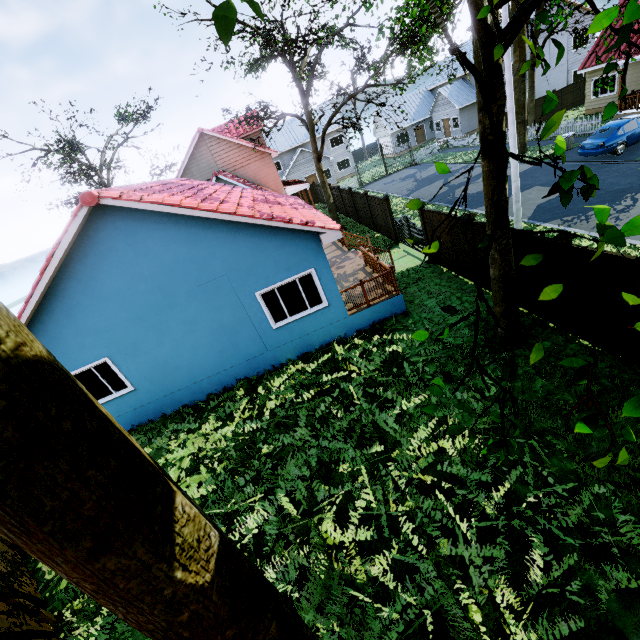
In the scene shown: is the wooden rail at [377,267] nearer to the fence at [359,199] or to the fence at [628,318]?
the fence at [628,318]

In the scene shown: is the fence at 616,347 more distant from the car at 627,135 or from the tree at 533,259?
the car at 627,135

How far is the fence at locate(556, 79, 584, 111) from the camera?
29.23m

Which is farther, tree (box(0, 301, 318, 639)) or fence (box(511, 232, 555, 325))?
fence (box(511, 232, 555, 325))

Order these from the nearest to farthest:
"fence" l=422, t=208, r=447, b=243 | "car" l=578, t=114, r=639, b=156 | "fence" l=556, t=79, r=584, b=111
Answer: "fence" l=422, t=208, r=447, b=243
"car" l=578, t=114, r=639, b=156
"fence" l=556, t=79, r=584, b=111

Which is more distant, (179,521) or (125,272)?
(125,272)

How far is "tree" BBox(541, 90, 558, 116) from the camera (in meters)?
1.42
